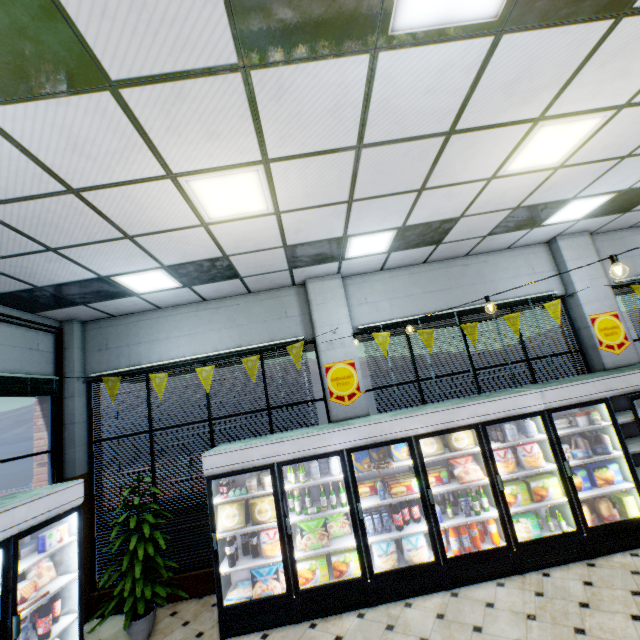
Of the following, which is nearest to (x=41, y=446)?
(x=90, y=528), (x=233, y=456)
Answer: (x=90, y=528)

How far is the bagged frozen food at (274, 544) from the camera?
4.5 meters

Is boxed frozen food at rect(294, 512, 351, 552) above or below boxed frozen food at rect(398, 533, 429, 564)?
above

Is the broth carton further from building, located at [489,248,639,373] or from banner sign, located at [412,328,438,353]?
banner sign, located at [412,328,438,353]

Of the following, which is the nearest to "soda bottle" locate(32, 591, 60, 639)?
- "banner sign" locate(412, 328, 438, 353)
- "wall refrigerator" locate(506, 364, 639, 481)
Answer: "banner sign" locate(412, 328, 438, 353)

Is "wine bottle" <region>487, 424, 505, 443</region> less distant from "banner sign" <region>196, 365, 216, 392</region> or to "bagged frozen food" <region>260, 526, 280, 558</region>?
"bagged frozen food" <region>260, 526, 280, 558</region>

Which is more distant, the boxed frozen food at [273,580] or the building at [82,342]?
the boxed frozen food at [273,580]

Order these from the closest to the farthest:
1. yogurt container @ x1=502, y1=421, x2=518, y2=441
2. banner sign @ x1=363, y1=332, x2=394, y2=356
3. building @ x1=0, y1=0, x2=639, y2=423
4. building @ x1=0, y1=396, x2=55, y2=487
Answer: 1. building @ x1=0, y1=0, x2=639, y2=423
2. yogurt container @ x1=502, y1=421, x2=518, y2=441
3. building @ x1=0, y1=396, x2=55, y2=487
4. banner sign @ x1=363, y1=332, x2=394, y2=356
